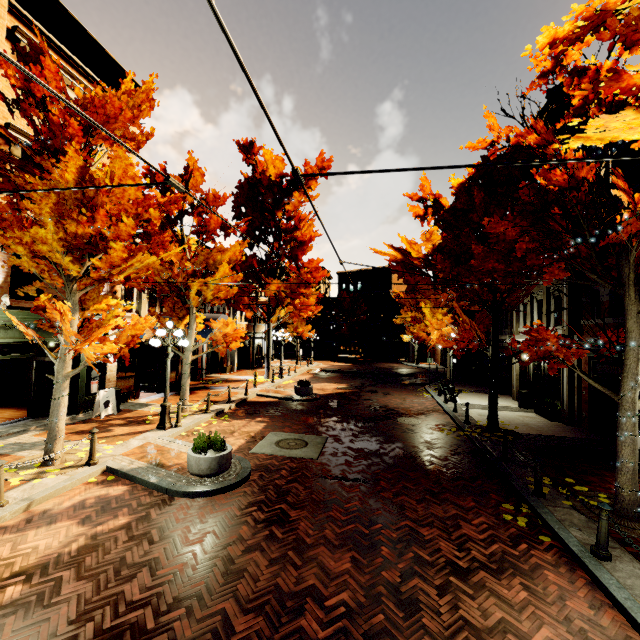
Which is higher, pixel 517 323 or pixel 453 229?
pixel 453 229

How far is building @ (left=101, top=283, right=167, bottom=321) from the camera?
13.57m

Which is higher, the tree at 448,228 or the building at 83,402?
the tree at 448,228

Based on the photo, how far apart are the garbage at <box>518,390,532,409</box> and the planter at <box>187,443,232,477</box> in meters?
14.7

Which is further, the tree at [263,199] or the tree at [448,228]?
the tree at [263,199]

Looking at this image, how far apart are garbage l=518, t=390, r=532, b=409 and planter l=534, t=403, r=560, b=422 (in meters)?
0.78

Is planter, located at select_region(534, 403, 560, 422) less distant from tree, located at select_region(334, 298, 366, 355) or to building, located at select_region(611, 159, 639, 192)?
building, located at select_region(611, 159, 639, 192)
